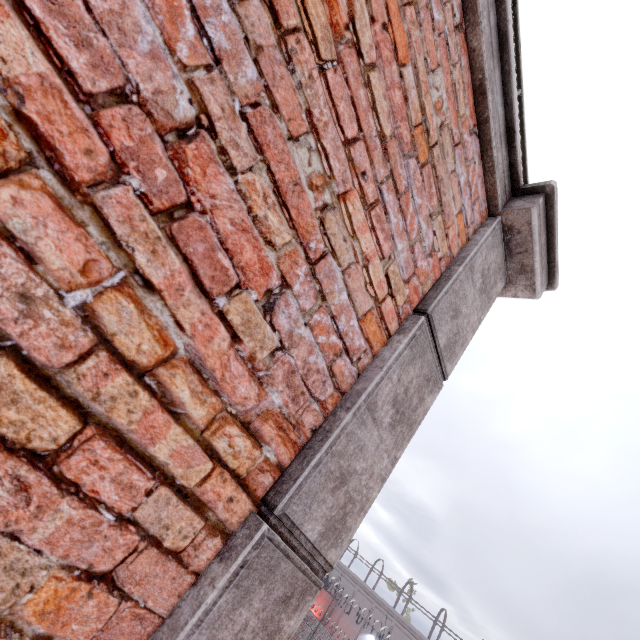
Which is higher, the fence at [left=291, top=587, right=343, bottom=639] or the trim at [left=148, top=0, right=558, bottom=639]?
the trim at [left=148, top=0, right=558, bottom=639]

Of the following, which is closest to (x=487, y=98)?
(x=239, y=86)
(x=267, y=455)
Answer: (x=239, y=86)

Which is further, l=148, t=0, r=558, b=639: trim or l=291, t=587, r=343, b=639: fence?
l=291, t=587, r=343, b=639: fence

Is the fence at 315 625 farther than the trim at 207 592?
Yes

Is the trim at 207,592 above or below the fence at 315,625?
above
